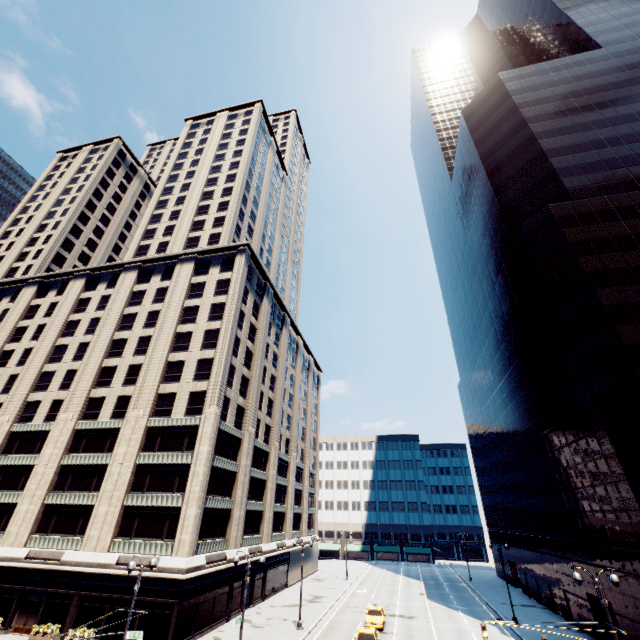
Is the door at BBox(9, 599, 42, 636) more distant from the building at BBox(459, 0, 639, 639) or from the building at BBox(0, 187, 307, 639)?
the building at BBox(459, 0, 639, 639)

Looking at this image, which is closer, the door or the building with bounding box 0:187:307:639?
the door

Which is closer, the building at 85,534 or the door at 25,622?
the door at 25,622

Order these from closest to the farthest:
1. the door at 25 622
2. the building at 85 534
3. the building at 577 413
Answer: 1. the building at 577 413
2. the door at 25 622
3. the building at 85 534

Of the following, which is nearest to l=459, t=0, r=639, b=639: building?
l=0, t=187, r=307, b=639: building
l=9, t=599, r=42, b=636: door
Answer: l=0, t=187, r=307, b=639: building

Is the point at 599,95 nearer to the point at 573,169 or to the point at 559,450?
the point at 573,169
